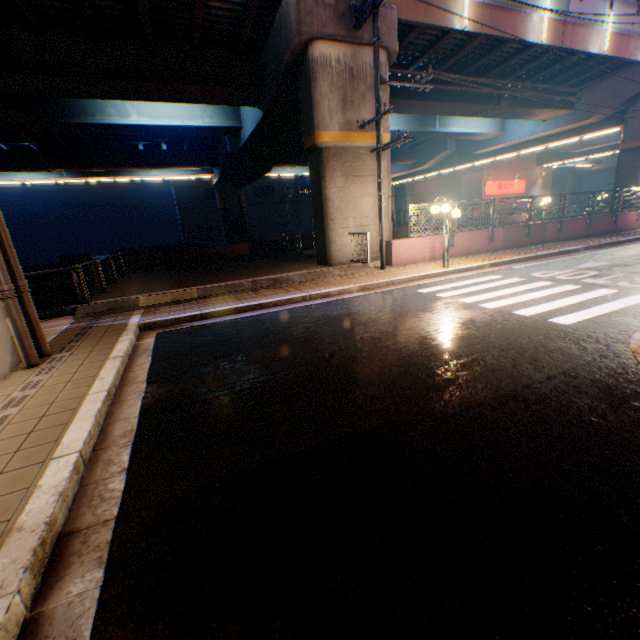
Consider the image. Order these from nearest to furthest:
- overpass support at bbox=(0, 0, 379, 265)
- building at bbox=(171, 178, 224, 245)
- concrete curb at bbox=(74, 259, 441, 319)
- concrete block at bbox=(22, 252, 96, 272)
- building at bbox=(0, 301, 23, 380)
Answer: building at bbox=(0, 301, 23, 380)
concrete curb at bbox=(74, 259, 441, 319)
overpass support at bbox=(0, 0, 379, 265)
concrete block at bbox=(22, 252, 96, 272)
building at bbox=(171, 178, 224, 245)

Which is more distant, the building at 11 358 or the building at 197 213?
the building at 197 213

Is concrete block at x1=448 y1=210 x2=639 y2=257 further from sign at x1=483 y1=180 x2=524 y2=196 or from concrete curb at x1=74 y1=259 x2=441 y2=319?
sign at x1=483 y1=180 x2=524 y2=196

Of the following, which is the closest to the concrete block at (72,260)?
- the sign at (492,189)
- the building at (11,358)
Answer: the sign at (492,189)

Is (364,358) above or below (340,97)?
below

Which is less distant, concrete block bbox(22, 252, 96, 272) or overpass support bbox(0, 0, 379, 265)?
overpass support bbox(0, 0, 379, 265)

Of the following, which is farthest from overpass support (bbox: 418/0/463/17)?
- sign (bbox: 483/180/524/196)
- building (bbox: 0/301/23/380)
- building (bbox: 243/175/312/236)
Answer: building (bbox: 243/175/312/236)

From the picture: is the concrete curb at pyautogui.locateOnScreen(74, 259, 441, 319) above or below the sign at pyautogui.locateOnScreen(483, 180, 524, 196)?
below
